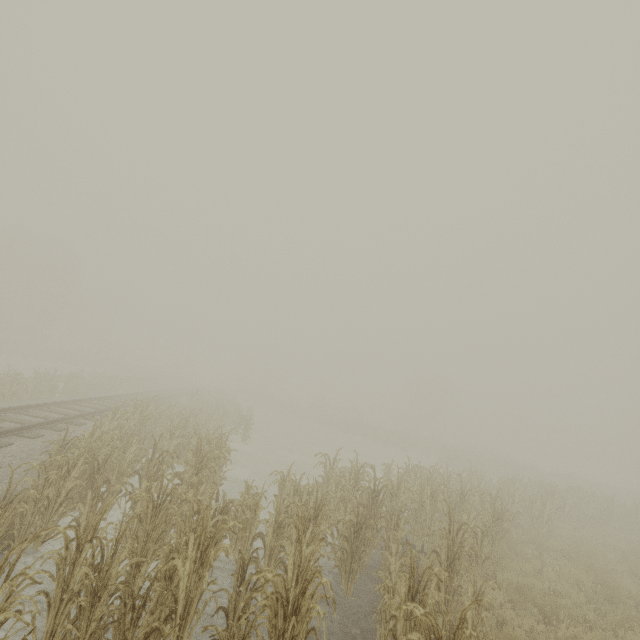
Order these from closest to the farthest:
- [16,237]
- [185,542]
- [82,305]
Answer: [185,542] < [16,237] < [82,305]
